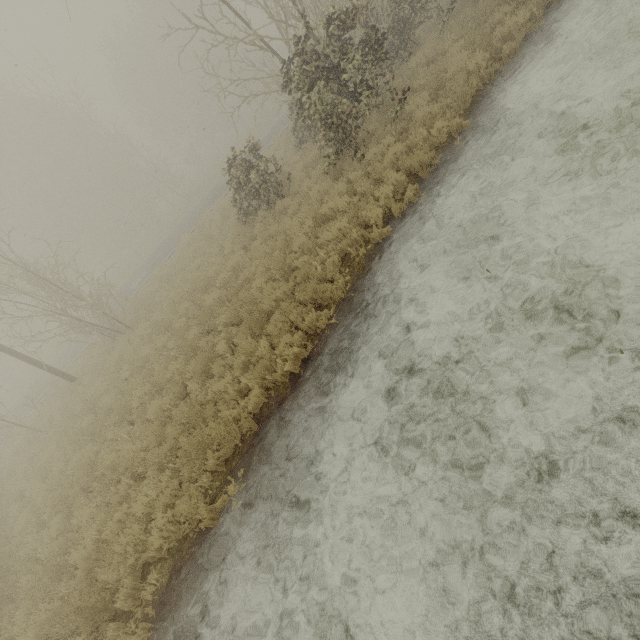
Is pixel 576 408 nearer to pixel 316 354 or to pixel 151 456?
pixel 316 354
